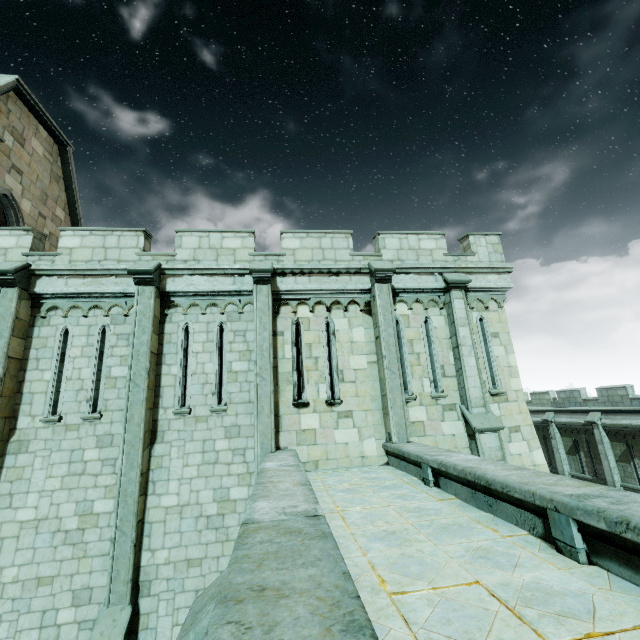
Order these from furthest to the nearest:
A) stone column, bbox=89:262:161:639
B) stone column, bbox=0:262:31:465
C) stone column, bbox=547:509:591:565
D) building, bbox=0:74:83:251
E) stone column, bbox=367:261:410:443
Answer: building, bbox=0:74:83:251
stone column, bbox=367:261:410:443
stone column, bbox=0:262:31:465
stone column, bbox=89:262:161:639
stone column, bbox=547:509:591:565

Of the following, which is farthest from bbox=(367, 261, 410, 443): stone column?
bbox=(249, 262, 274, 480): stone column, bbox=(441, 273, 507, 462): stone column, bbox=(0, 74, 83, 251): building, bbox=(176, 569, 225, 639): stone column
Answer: bbox=(176, 569, 225, 639): stone column

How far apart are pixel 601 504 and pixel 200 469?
8.1 meters

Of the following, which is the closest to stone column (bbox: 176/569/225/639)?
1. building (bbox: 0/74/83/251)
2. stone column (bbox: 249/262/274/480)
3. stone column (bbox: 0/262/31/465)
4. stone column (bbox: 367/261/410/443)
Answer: stone column (bbox: 249/262/274/480)

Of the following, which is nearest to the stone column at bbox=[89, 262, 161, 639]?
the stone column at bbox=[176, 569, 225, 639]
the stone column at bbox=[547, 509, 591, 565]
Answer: the stone column at bbox=[176, 569, 225, 639]

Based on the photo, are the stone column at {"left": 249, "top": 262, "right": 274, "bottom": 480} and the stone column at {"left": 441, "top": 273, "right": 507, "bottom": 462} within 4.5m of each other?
no

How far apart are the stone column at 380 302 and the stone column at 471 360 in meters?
1.8

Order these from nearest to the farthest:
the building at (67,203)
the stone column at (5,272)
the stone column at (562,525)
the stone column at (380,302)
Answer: the stone column at (562,525), the stone column at (5,272), the stone column at (380,302), the building at (67,203)
